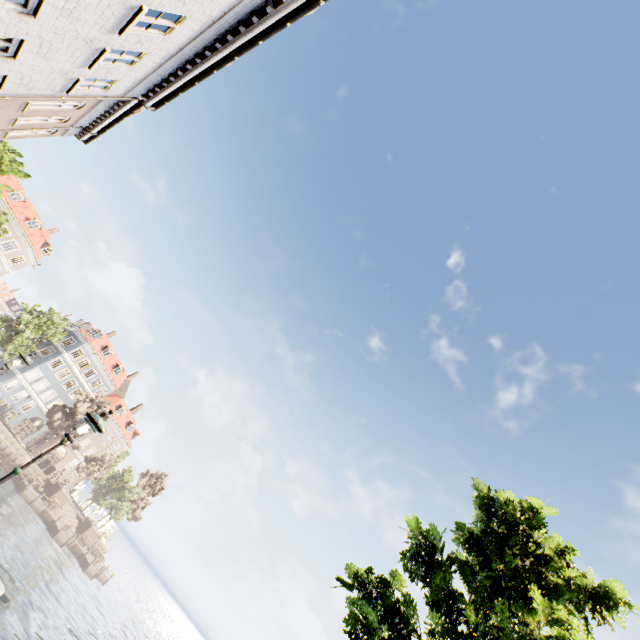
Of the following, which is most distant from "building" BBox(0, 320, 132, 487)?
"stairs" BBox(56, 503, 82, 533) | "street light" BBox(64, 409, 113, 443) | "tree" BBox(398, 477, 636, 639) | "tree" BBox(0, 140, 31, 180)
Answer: "tree" BBox(398, 477, 636, 639)

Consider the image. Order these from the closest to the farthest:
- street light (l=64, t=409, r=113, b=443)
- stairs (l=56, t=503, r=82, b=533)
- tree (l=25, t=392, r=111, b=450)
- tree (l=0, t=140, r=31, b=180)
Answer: street light (l=64, t=409, r=113, b=443), tree (l=0, t=140, r=31, b=180), tree (l=25, t=392, r=111, b=450), stairs (l=56, t=503, r=82, b=533)

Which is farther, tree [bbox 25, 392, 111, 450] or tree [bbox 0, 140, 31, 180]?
tree [bbox 25, 392, 111, 450]

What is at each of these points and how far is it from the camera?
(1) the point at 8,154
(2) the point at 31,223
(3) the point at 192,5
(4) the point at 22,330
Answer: (1) tree, 21.2 meters
(2) building, 46.8 meters
(3) building, 6.7 meters
(4) tree, 38.3 meters

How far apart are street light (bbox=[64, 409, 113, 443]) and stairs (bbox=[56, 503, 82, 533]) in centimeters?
5277cm

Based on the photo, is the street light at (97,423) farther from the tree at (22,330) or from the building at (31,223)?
the building at (31,223)

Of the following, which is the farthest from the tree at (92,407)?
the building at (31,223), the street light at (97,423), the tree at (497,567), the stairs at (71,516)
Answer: the stairs at (71,516)

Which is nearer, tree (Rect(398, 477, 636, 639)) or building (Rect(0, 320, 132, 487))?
tree (Rect(398, 477, 636, 639))
